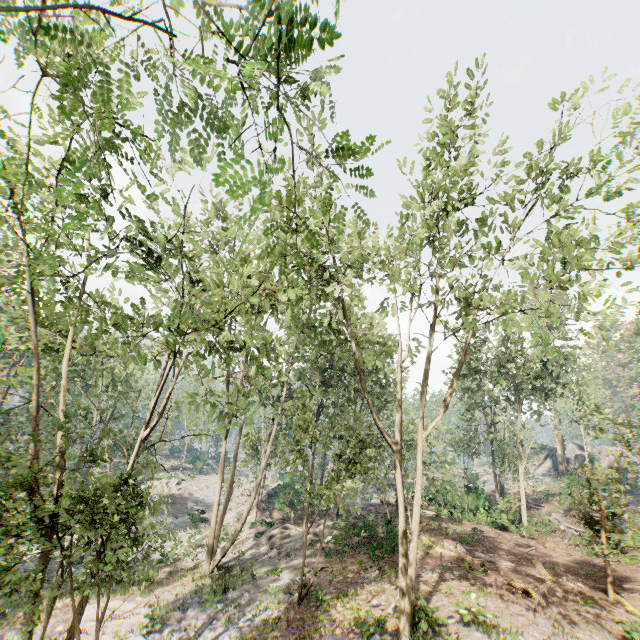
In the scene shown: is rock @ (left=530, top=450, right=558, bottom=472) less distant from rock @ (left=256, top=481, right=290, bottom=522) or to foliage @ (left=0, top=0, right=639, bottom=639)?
foliage @ (left=0, top=0, right=639, bottom=639)

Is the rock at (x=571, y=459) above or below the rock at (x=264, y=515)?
above

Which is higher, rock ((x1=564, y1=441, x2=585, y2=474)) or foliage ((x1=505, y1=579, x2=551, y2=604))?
rock ((x1=564, y1=441, x2=585, y2=474))

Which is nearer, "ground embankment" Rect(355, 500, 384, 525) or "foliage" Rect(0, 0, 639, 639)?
"foliage" Rect(0, 0, 639, 639)

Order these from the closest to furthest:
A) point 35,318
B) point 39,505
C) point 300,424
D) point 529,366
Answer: point 35,318, point 39,505, point 300,424, point 529,366

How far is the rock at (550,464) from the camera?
56.8m

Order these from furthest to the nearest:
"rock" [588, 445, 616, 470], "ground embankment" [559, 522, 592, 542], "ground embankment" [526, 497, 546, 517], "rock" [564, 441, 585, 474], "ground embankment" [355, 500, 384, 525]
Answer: "rock" [564, 441, 585, 474]
"rock" [588, 445, 616, 470]
"ground embankment" [526, 497, 546, 517]
"ground embankment" [355, 500, 384, 525]
"ground embankment" [559, 522, 592, 542]

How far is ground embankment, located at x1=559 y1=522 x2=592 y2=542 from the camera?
22.8 meters
